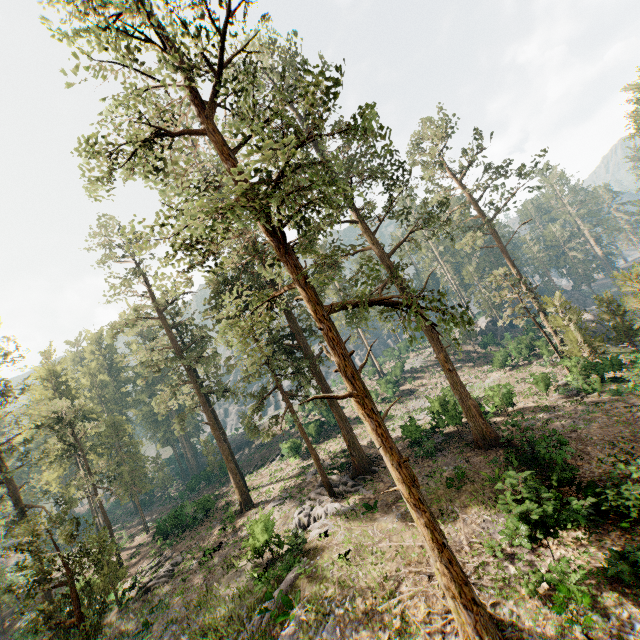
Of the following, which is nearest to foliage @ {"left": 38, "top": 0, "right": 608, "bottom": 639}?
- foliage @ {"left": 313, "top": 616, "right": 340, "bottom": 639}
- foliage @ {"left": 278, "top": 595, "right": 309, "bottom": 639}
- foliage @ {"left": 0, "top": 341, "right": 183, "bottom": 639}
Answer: foliage @ {"left": 278, "top": 595, "right": 309, "bottom": 639}

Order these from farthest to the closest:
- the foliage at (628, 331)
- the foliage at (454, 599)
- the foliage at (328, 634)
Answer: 1. the foliage at (628, 331)
2. the foliage at (328, 634)
3. the foliage at (454, 599)

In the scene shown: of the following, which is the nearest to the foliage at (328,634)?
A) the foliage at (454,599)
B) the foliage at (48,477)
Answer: the foliage at (454,599)

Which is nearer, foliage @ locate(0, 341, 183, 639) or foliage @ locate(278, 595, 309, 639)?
foliage @ locate(278, 595, 309, 639)

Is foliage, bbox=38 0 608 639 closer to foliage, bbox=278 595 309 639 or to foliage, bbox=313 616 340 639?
foliage, bbox=278 595 309 639

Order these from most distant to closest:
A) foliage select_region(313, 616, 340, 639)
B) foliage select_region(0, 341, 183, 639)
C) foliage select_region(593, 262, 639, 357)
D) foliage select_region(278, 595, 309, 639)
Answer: foliage select_region(593, 262, 639, 357)
foliage select_region(0, 341, 183, 639)
foliage select_region(278, 595, 309, 639)
foliage select_region(313, 616, 340, 639)

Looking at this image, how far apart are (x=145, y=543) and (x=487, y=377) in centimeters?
4675cm

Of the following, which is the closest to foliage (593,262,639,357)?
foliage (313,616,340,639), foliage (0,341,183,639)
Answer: foliage (0,341,183,639)
